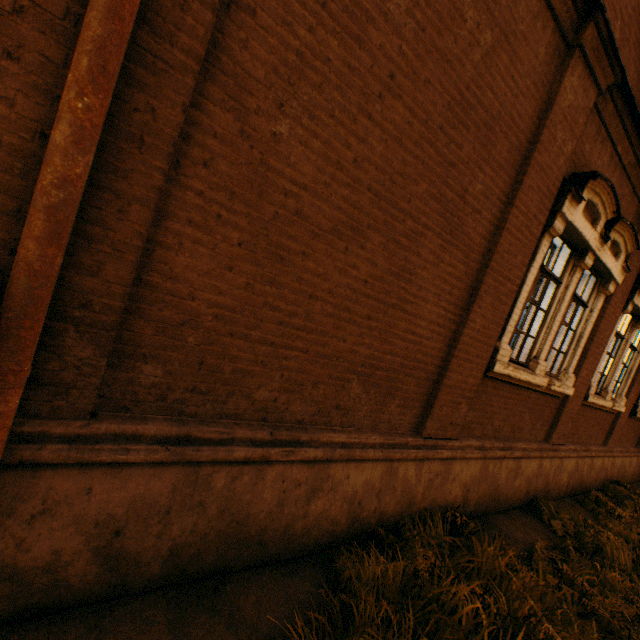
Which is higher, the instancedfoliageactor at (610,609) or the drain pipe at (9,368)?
the drain pipe at (9,368)

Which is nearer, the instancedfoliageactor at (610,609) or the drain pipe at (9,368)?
the drain pipe at (9,368)

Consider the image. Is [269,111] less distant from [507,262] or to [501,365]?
[507,262]

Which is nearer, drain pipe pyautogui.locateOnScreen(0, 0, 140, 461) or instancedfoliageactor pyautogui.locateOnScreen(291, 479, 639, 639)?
drain pipe pyautogui.locateOnScreen(0, 0, 140, 461)

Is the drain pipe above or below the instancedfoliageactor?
above
